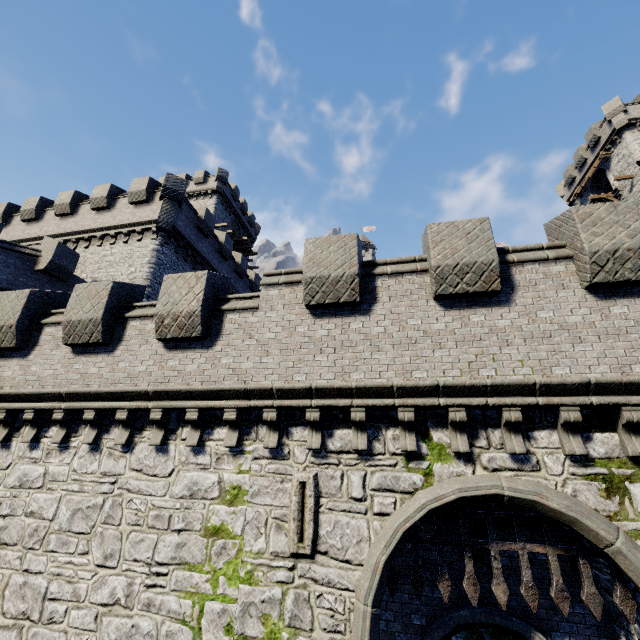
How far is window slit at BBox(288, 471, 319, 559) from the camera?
6.3 meters

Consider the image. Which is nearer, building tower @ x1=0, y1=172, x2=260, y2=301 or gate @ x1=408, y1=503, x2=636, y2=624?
gate @ x1=408, y1=503, x2=636, y2=624

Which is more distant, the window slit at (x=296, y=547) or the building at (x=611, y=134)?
the building at (x=611, y=134)

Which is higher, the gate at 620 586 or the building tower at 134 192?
the building tower at 134 192

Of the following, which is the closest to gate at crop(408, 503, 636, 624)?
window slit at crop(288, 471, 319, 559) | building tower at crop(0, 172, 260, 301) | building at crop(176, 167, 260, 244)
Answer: window slit at crop(288, 471, 319, 559)

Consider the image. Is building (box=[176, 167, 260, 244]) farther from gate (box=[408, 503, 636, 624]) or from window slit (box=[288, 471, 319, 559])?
gate (box=[408, 503, 636, 624])

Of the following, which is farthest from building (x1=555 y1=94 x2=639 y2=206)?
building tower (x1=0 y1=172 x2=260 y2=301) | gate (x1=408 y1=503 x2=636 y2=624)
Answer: building tower (x1=0 y1=172 x2=260 y2=301)

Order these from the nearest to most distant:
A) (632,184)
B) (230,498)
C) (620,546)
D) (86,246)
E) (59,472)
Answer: (620,546) → (230,498) → (59,472) → (86,246) → (632,184)
